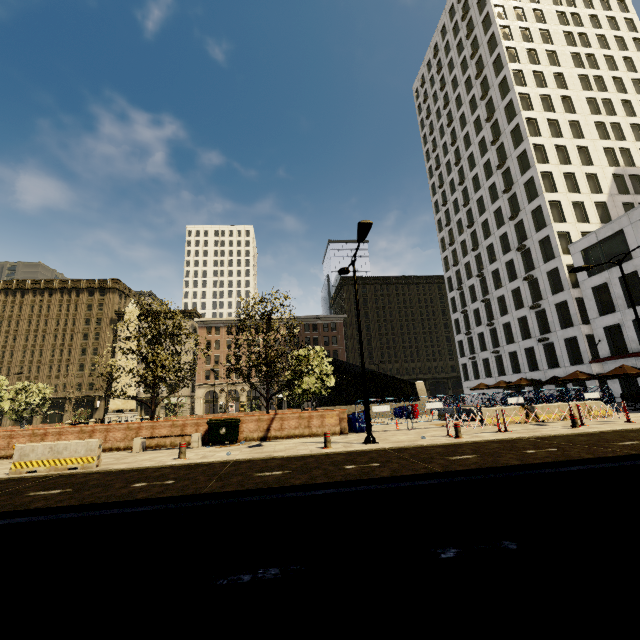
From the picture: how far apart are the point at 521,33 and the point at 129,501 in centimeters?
6652cm

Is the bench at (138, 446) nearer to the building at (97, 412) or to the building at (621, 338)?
the building at (621, 338)

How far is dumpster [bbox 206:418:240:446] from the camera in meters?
14.3

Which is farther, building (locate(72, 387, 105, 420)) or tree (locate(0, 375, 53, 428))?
building (locate(72, 387, 105, 420))

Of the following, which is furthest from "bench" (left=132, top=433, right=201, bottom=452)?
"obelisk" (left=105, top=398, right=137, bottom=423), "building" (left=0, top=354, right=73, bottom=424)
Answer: "building" (left=0, top=354, right=73, bottom=424)

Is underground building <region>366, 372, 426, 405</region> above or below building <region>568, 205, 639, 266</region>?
below

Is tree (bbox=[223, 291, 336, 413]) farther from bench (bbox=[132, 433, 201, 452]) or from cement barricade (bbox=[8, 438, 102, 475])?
cement barricade (bbox=[8, 438, 102, 475])

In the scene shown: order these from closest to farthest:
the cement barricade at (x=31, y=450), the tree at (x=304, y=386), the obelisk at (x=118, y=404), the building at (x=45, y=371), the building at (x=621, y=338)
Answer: the cement barricade at (x=31, y=450)
the tree at (x=304, y=386)
the obelisk at (x=118, y=404)
the building at (x=621, y=338)
the building at (x=45, y=371)
